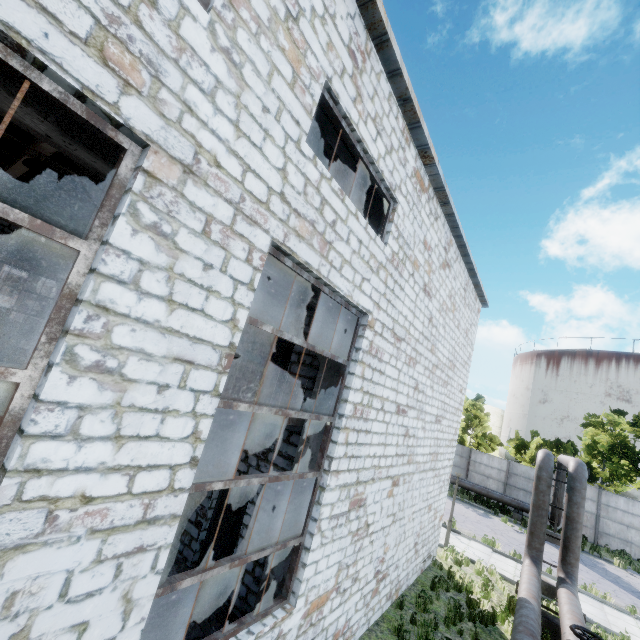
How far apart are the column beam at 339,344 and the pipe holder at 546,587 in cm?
1183

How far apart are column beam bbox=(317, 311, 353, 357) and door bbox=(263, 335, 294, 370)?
1.58m

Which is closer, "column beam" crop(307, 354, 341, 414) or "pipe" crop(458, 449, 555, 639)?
"column beam" crop(307, 354, 341, 414)

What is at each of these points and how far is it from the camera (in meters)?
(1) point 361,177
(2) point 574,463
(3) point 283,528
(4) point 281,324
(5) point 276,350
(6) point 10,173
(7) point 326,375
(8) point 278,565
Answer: (1) column beam, 8.15
(2) pipe, 12.39
(3) column beam, 6.27
(4) door, 9.11
(5) door, 8.97
(6) column beam, 14.09
(7) column beam, 6.85
(8) column beam, 6.09

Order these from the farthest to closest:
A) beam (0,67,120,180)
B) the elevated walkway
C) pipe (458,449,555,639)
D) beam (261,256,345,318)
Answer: pipe (458,449,555,639) < the elevated walkway < beam (261,256,345,318) < beam (0,67,120,180)

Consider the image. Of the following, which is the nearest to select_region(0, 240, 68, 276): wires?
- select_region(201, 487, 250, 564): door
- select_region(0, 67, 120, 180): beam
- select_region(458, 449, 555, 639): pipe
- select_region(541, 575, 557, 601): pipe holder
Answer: select_region(0, 67, 120, 180): beam

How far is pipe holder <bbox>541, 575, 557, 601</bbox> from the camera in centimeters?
1202cm

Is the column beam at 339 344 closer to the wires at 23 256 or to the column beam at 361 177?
the wires at 23 256
